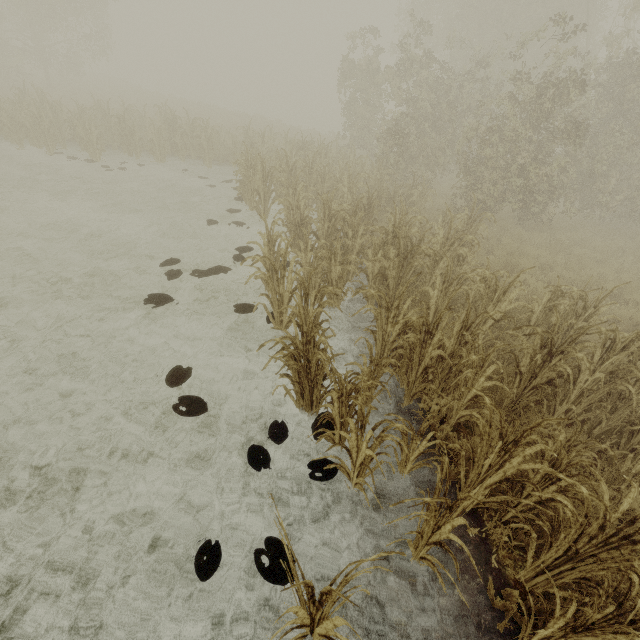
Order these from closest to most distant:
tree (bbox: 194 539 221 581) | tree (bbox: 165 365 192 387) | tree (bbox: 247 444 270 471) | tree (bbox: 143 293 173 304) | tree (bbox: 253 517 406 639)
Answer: tree (bbox: 253 517 406 639) < tree (bbox: 194 539 221 581) < tree (bbox: 247 444 270 471) < tree (bbox: 165 365 192 387) < tree (bbox: 143 293 173 304)

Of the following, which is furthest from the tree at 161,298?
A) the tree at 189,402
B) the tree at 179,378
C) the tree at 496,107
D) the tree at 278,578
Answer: the tree at 496,107

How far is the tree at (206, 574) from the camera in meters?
3.0 m

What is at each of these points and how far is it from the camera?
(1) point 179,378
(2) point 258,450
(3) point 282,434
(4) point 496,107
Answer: (1) tree, 4.83m
(2) tree, 4.09m
(3) tree, 4.32m
(4) tree, 23.41m

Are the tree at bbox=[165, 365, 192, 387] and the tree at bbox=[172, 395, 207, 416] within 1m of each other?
yes

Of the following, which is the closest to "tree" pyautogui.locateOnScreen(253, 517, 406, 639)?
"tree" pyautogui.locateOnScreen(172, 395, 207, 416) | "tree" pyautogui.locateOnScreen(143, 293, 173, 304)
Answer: "tree" pyautogui.locateOnScreen(172, 395, 207, 416)

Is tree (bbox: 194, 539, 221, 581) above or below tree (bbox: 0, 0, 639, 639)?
below

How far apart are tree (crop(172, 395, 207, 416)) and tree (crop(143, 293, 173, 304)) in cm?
242
